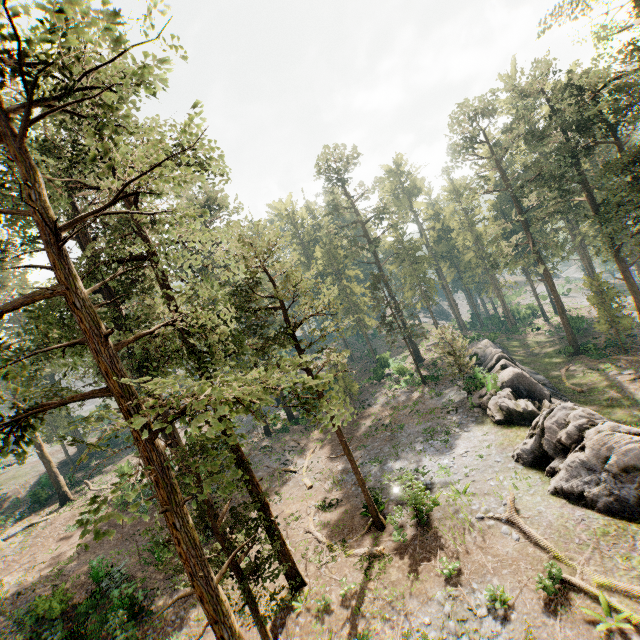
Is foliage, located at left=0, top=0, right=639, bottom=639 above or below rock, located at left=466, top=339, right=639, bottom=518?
above

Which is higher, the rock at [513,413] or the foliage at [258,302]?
the foliage at [258,302]

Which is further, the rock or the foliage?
the rock

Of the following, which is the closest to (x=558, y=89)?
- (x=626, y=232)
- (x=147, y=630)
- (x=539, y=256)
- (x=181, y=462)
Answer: (x=626, y=232)

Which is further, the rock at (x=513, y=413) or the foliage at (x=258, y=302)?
the rock at (x=513, y=413)
